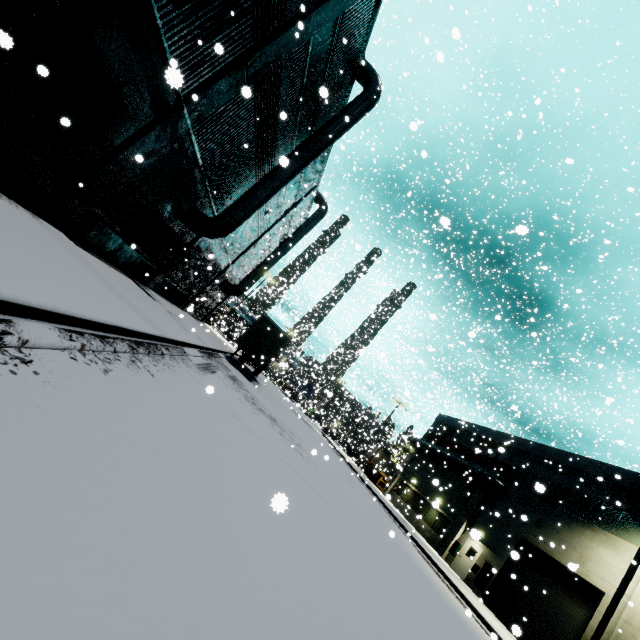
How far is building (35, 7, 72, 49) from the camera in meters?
5.6

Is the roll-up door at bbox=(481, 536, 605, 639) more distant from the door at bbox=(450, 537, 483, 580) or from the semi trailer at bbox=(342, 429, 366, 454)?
the door at bbox=(450, 537, 483, 580)

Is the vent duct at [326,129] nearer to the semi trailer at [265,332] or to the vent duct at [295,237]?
the semi trailer at [265,332]

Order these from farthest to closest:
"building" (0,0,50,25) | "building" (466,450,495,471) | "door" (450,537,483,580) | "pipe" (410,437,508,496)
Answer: "building" (466,450,495,471)
"pipe" (410,437,508,496)
"door" (450,537,483,580)
"building" (0,0,50,25)

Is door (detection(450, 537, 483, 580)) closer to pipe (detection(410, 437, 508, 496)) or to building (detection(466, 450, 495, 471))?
building (detection(466, 450, 495, 471))

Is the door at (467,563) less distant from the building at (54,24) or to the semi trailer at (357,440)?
the building at (54,24)

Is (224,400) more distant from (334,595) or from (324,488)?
(334,595)
